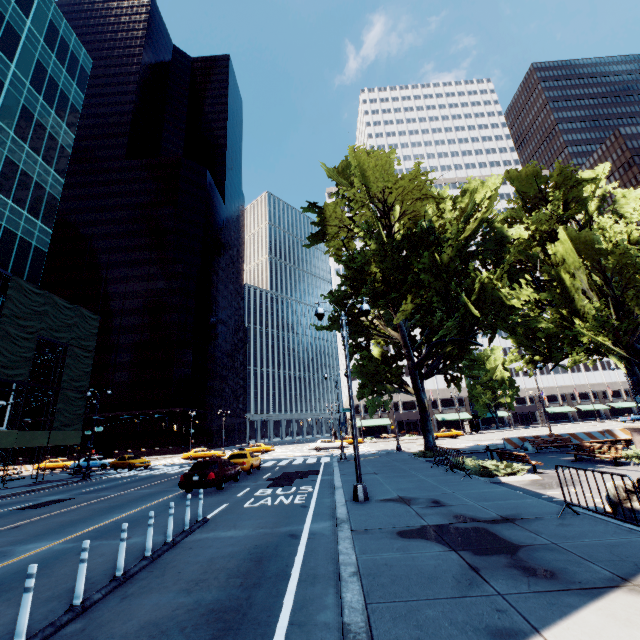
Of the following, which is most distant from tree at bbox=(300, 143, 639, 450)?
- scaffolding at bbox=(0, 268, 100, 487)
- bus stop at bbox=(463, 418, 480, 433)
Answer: scaffolding at bbox=(0, 268, 100, 487)

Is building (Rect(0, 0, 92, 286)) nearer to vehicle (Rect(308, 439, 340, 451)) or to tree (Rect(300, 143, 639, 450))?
tree (Rect(300, 143, 639, 450))

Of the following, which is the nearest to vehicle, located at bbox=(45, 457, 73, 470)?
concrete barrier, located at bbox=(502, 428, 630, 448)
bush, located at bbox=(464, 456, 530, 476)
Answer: bush, located at bbox=(464, 456, 530, 476)

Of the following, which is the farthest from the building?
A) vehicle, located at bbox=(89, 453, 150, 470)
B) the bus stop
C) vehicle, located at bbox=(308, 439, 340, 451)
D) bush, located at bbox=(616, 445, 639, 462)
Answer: the bus stop

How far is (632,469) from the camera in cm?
1366

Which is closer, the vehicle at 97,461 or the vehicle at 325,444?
the vehicle at 97,461

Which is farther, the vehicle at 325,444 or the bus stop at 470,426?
the bus stop at 470,426

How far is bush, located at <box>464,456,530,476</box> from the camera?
13.7 meters
